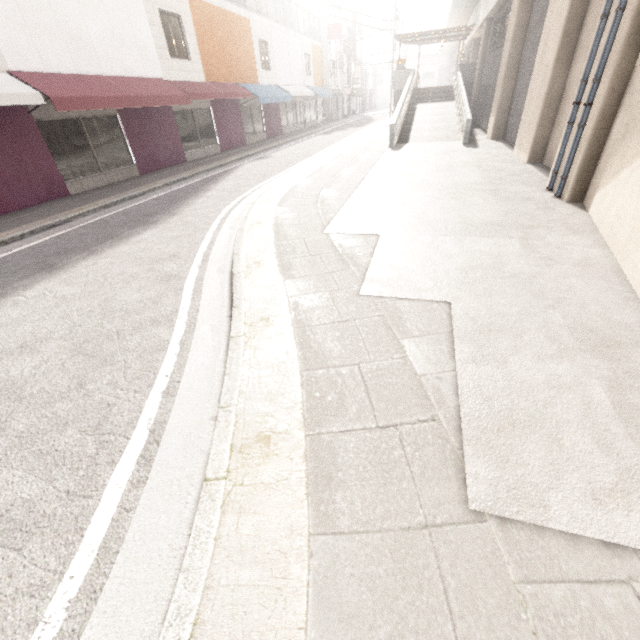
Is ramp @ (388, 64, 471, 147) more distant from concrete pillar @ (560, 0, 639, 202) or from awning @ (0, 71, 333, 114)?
awning @ (0, 71, 333, 114)

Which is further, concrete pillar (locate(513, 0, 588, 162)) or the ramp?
the ramp

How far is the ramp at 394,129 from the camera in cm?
1390

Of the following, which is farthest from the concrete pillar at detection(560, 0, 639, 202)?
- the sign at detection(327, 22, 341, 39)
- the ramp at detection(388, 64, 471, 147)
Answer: the sign at detection(327, 22, 341, 39)

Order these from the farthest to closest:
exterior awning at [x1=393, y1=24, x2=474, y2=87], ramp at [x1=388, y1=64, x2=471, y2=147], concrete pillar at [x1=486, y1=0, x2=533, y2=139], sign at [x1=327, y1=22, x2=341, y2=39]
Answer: sign at [x1=327, y1=22, x2=341, y2=39] → exterior awning at [x1=393, y1=24, x2=474, y2=87] → ramp at [x1=388, y1=64, x2=471, y2=147] → concrete pillar at [x1=486, y1=0, x2=533, y2=139]

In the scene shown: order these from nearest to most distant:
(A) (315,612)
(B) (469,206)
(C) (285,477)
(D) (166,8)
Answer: (A) (315,612), (C) (285,477), (B) (469,206), (D) (166,8)

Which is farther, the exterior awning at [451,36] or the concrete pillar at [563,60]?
the exterior awning at [451,36]
